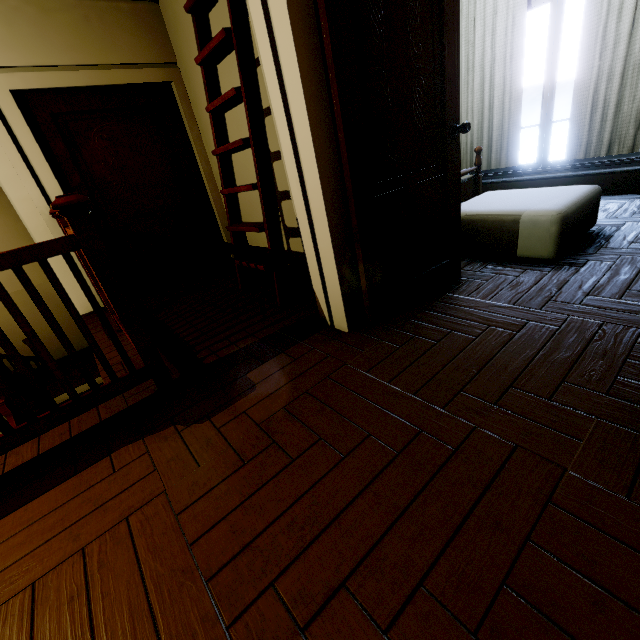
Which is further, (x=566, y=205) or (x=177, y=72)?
(x=177, y=72)

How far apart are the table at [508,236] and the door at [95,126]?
3.02m

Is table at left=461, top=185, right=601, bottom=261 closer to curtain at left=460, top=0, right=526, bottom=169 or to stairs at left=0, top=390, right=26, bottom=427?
curtain at left=460, top=0, right=526, bottom=169

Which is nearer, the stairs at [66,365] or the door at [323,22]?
the door at [323,22]

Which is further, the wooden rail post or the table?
the table

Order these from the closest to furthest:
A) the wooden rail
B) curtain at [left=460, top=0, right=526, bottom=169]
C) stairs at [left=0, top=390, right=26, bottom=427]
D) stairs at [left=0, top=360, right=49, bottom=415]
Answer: the wooden rail, curtain at [left=460, top=0, right=526, bottom=169], stairs at [left=0, top=390, right=26, bottom=427], stairs at [left=0, top=360, right=49, bottom=415]

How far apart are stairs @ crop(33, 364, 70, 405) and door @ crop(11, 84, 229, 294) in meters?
2.2

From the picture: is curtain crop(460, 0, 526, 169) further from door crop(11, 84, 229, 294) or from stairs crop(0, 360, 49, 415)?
stairs crop(0, 360, 49, 415)
